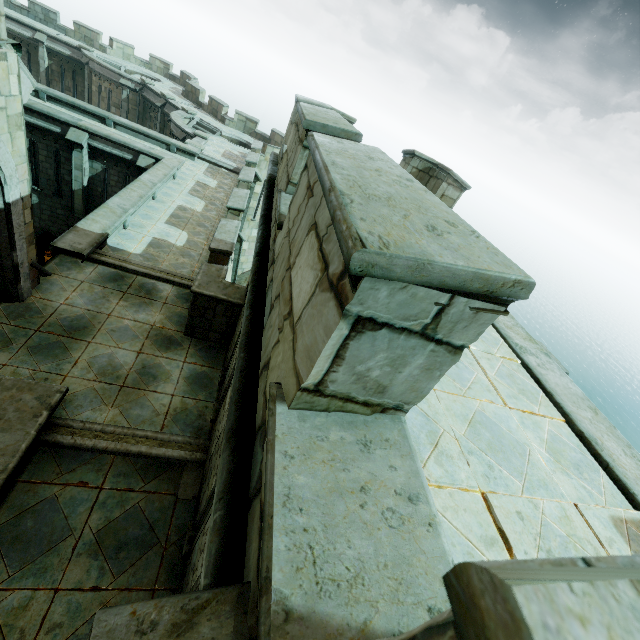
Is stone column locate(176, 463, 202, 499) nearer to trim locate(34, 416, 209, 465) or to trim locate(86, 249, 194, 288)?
trim locate(34, 416, 209, 465)

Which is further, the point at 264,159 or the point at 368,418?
the point at 264,159

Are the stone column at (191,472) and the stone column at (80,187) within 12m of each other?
no

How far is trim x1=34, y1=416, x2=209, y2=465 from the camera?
5.5 meters

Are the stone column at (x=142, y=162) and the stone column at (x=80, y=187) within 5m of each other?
yes

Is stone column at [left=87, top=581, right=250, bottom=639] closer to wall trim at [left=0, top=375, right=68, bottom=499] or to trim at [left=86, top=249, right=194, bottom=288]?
wall trim at [left=0, top=375, right=68, bottom=499]

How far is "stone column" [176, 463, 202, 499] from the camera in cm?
563

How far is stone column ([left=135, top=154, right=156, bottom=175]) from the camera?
16.23m
